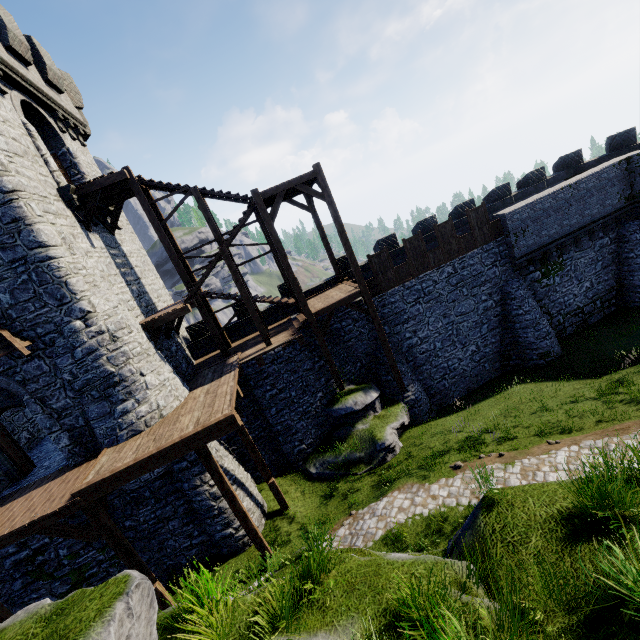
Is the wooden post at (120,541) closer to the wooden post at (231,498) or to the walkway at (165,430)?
the walkway at (165,430)

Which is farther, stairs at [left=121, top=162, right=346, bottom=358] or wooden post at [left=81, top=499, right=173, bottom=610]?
stairs at [left=121, top=162, right=346, bottom=358]

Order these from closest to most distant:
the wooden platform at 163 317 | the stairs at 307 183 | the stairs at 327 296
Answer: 1. the wooden platform at 163 317
2. the stairs at 307 183
3. the stairs at 327 296

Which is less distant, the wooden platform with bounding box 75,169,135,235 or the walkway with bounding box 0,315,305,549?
the walkway with bounding box 0,315,305,549

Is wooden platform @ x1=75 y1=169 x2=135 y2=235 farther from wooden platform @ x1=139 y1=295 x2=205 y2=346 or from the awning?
the awning

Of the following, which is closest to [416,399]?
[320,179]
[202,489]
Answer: [202,489]

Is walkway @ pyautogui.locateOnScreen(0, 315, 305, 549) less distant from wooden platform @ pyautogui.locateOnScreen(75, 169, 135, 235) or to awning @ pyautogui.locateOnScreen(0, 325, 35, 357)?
awning @ pyautogui.locateOnScreen(0, 325, 35, 357)

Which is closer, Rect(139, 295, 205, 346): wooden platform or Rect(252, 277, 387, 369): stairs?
Rect(139, 295, 205, 346): wooden platform
